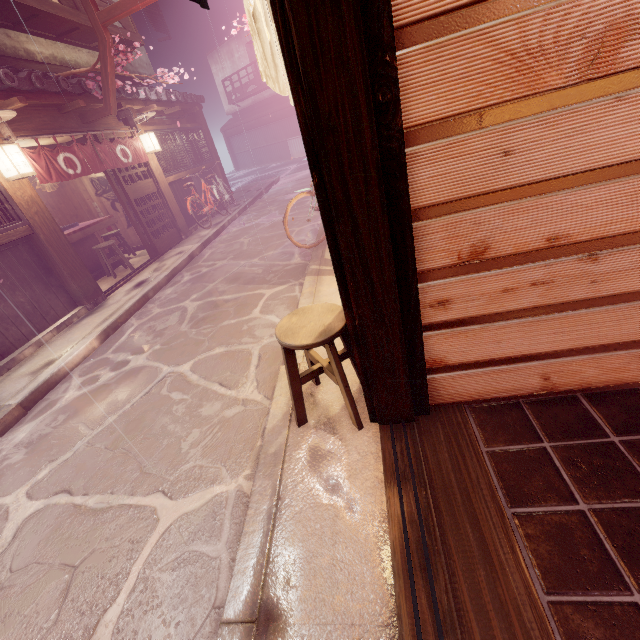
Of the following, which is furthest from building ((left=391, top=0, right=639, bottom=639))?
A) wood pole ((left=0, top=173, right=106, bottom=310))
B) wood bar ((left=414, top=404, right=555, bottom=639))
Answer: wood pole ((left=0, top=173, right=106, bottom=310))

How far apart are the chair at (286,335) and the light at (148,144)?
14.7 meters

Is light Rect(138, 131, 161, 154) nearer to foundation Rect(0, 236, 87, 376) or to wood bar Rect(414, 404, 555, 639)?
foundation Rect(0, 236, 87, 376)

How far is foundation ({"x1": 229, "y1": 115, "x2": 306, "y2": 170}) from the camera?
41.8m

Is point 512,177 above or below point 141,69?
below

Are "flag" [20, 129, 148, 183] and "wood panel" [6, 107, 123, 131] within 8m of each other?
yes

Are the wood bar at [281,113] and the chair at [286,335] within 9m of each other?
no

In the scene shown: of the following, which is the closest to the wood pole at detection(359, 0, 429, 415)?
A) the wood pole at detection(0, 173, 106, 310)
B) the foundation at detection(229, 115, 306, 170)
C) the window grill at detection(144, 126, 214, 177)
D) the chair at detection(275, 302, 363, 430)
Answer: the chair at detection(275, 302, 363, 430)
